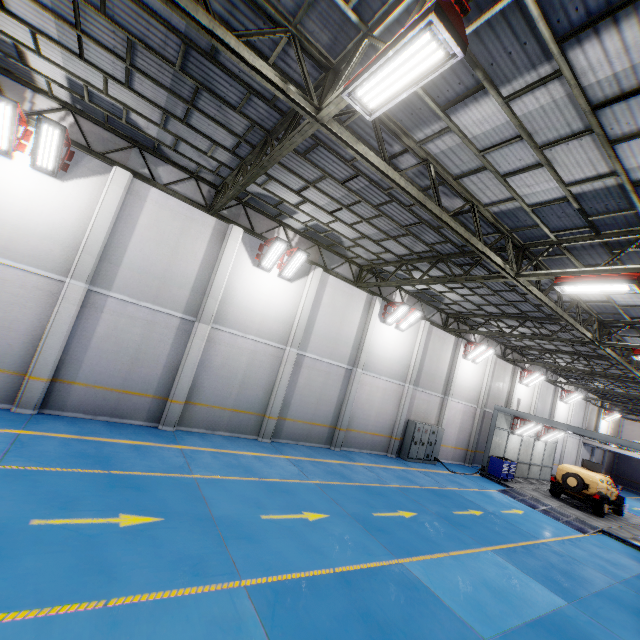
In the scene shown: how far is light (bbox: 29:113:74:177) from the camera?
8.7m

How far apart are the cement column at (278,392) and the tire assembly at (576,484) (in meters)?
17.13

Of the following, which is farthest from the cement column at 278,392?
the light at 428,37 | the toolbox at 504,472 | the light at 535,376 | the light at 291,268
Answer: the light at 535,376

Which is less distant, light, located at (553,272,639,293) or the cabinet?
light, located at (553,272,639,293)

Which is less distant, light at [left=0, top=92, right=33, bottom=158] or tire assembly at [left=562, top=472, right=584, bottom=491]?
light at [left=0, top=92, right=33, bottom=158]

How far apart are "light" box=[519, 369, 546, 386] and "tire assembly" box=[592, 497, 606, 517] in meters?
9.2 m

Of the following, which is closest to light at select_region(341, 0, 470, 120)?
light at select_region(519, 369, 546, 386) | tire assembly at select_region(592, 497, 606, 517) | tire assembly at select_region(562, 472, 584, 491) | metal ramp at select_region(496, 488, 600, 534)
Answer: metal ramp at select_region(496, 488, 600, 534)

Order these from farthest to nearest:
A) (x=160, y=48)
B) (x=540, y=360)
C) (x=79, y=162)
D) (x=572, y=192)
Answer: (x=540, y=360)
(x=79, y=162)
(x=572, y=192)
(x=160, y=48)
